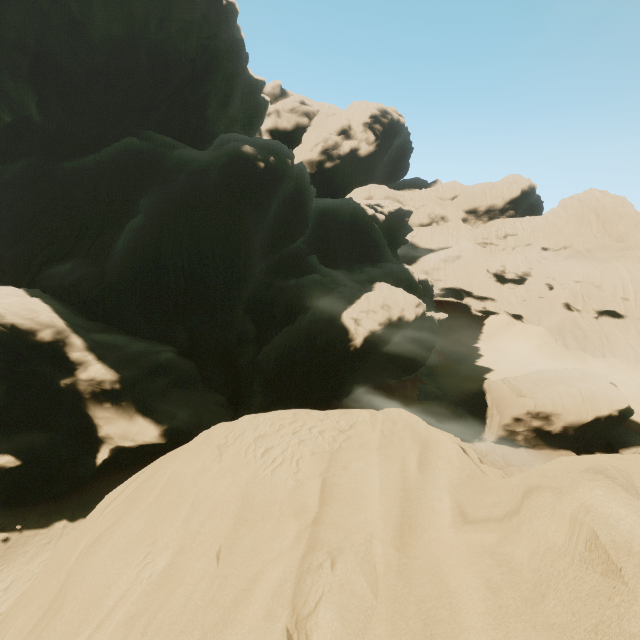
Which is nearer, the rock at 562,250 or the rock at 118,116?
the rock at 118,116

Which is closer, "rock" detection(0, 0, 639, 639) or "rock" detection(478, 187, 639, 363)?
"rock" detection(0, 0, 639, 639)

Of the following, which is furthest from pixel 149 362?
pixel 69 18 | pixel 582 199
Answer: pixel 582 199
